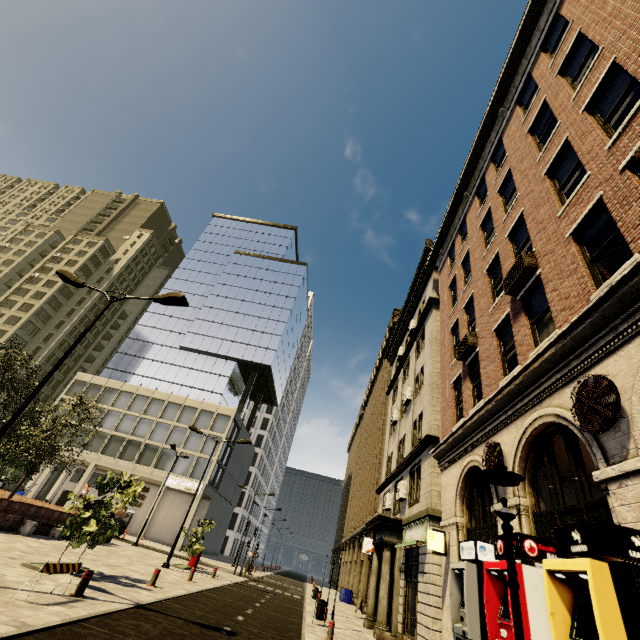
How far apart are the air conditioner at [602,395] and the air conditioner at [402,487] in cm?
1407

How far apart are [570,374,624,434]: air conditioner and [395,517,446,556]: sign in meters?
9.9

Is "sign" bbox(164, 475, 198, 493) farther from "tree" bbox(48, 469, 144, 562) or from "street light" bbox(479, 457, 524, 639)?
"street light" bbox(479, 457, 524, 639)

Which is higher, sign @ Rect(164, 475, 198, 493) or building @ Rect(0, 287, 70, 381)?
building @ Rect(0, 287, 70, 381)

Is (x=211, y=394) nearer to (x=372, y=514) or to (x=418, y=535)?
(x=372, y=514)

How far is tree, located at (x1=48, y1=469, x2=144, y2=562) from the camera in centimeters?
1092cm

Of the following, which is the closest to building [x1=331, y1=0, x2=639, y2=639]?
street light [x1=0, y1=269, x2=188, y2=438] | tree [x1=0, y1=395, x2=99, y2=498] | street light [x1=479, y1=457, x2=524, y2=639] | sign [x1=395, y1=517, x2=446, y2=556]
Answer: sign [x1=395, y1=517, x2=446, y2=556]

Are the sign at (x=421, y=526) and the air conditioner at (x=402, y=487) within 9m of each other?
yes
